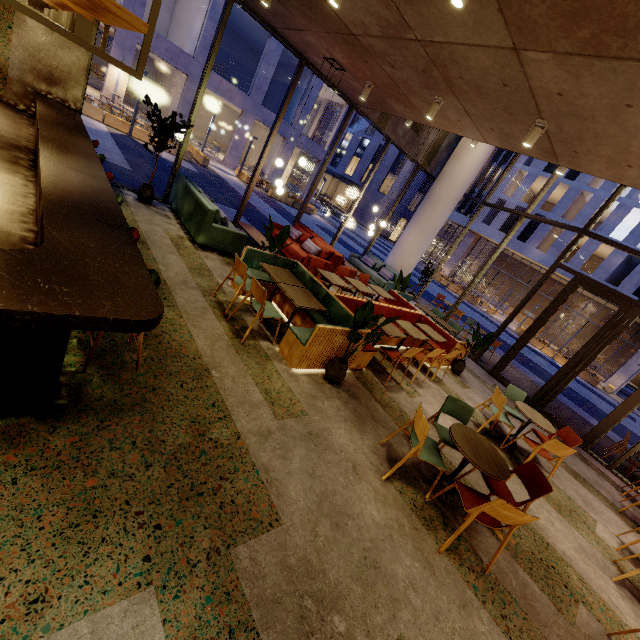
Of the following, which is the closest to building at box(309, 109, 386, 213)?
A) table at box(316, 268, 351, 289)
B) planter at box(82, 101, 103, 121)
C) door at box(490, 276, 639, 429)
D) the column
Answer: planter at box(82, 101, 103, 121)

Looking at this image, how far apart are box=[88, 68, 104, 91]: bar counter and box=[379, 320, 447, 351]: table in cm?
2853

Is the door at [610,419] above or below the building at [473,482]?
above

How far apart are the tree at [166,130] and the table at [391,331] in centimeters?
608cm

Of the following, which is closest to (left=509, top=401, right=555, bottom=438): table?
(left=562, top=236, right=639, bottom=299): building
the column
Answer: the column

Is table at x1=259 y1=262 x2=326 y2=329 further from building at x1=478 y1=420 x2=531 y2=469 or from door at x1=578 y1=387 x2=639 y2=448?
door at x1=578 y1=387 x2=639 y2=448

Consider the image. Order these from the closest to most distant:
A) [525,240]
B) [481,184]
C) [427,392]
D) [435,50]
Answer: [435,50]
[427,392]
[481,184]
[525,240]

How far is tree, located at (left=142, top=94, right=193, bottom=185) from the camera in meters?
6.6
